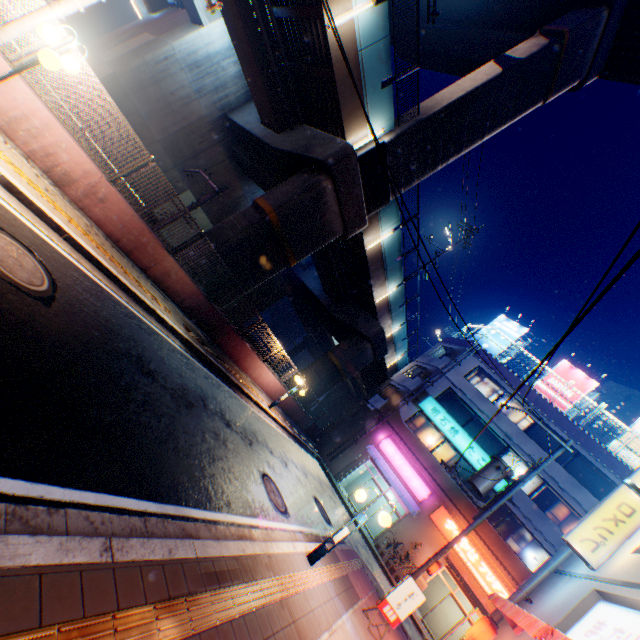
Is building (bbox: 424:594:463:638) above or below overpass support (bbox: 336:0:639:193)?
below

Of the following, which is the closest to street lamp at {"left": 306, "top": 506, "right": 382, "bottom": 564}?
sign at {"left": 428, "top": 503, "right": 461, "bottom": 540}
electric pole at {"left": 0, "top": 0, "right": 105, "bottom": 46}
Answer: electric pole at {"left": 0, "top": 0, "right": 105, "bottom": 46}

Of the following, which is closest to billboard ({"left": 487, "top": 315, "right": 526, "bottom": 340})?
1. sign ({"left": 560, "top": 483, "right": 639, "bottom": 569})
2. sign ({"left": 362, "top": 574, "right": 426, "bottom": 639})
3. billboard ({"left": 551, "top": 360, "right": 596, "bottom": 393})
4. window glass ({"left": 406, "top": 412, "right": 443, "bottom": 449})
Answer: billboard ({"left": 551, "top": 360, "right": 596, "bottom": 393})

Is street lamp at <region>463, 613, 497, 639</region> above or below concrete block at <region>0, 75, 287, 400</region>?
above

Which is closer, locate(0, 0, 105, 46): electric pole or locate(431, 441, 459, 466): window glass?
locate(0, 0, 105, 46): electric pole

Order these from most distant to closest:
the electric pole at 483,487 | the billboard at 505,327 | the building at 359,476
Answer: the billboard at 505,327, the building at 359,476, the electric pole at 483,487

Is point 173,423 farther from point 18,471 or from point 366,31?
point 366,31

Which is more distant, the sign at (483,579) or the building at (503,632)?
the sign at (483,579)
